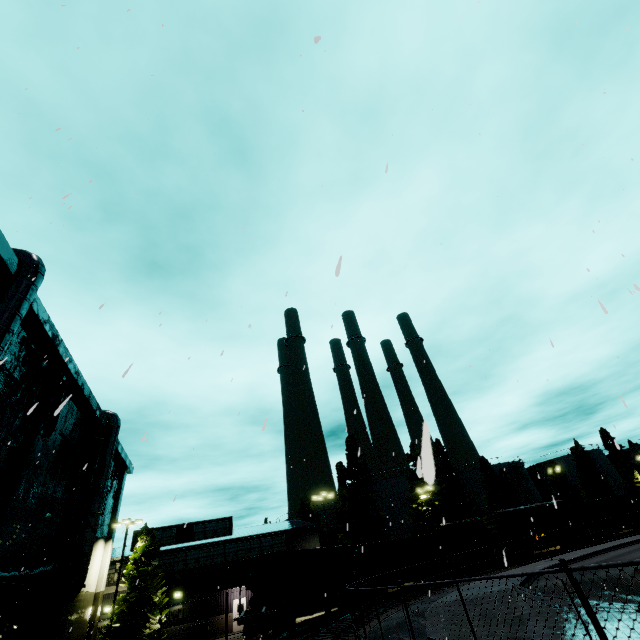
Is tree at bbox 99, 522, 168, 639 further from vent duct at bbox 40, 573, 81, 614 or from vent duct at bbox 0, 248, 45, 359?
vent duct at bbox 0, 248, 45, 359

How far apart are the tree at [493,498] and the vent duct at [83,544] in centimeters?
5523cm

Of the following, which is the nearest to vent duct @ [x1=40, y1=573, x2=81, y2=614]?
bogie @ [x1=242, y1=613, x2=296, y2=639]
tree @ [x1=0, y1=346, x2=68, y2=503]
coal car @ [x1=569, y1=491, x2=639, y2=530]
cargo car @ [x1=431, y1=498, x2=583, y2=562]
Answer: tree @ [x1=0, y1=346, x2=68, y2=503]

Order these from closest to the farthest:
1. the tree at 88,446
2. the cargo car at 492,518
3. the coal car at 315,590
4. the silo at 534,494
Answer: the coal car at 315,590
the tree at 88,446
the cargo car at 492,518
the silo at 534,494

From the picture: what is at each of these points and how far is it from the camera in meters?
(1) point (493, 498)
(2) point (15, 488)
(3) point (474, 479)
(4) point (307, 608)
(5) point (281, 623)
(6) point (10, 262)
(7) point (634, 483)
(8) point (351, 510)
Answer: (1) tree, 53.1 m
(2) building, 15.6 m
(3) silo, 59.6 m
(4) flatcar, 21.7 m
(5) bogie, 19.4 m
(6) building, 13.9 m
(7) tree, 57.8 m
(8) tree, 42.1 m

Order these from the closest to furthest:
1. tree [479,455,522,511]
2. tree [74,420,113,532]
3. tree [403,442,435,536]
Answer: tree [74,420,113,532] → tree [403,442,435,536] → tree [479,455,522,511]

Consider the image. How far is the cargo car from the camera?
36.2m

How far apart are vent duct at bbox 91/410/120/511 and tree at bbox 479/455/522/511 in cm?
5523
